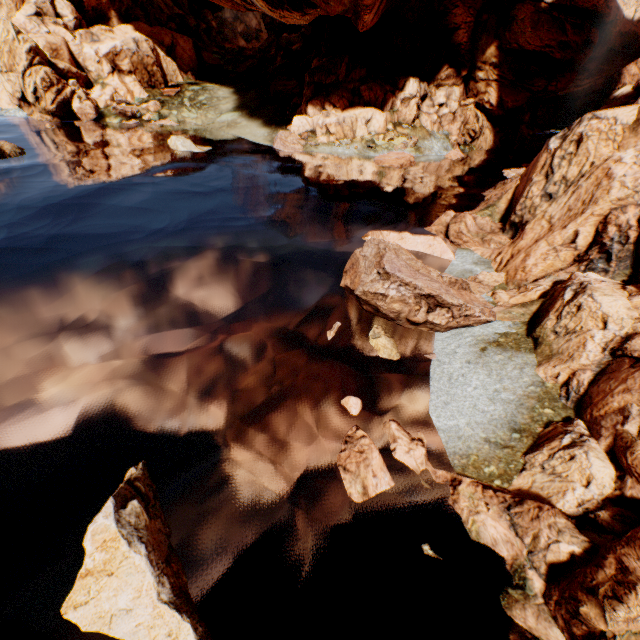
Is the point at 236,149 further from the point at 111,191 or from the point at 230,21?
the point at 230,21

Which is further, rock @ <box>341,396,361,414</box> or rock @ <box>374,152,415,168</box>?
rock @ <box>374,152,415,168</box>

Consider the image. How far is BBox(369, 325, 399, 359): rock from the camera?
10.6m

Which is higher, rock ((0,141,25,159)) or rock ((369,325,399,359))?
rock ((0,141,25,159))

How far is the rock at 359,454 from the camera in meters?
7.1 m

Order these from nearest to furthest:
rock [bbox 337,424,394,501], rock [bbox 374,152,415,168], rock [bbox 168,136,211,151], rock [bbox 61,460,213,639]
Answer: rock [bbox 61,460,213,639], rock [bbox 337,424,394,501], rock [bbox 168,136,211,151], rock [bbox 374,152,415,168]
